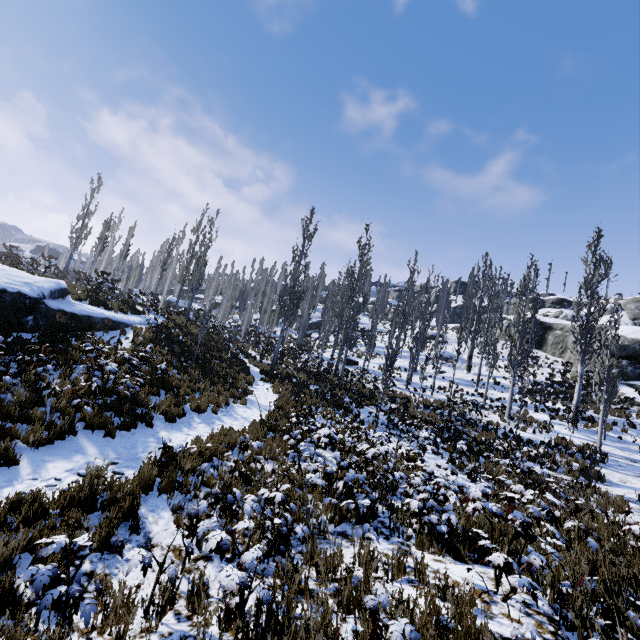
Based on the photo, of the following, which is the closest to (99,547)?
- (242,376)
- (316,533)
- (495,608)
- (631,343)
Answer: (316,533)

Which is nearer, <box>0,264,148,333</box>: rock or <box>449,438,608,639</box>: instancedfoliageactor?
<box>449,438,608,639</box>: instancedfoliageactor

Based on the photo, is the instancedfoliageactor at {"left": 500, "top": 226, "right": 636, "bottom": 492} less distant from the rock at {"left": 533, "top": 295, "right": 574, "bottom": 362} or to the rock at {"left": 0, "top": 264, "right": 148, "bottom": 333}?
the rock at {"left": 533, "top": 295, "right": 574, "bottom": 362}

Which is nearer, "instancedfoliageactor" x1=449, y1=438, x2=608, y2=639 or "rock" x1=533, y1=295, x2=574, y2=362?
"instancedfoliageactor" x1=449, y1=438, x2=608, y2=639

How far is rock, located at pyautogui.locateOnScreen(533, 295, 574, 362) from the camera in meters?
35.5 m

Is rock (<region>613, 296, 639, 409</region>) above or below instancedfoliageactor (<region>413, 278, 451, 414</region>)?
below

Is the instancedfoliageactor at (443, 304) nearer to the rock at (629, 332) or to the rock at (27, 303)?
the rock at (629, 332)

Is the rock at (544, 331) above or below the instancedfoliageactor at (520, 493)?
above
